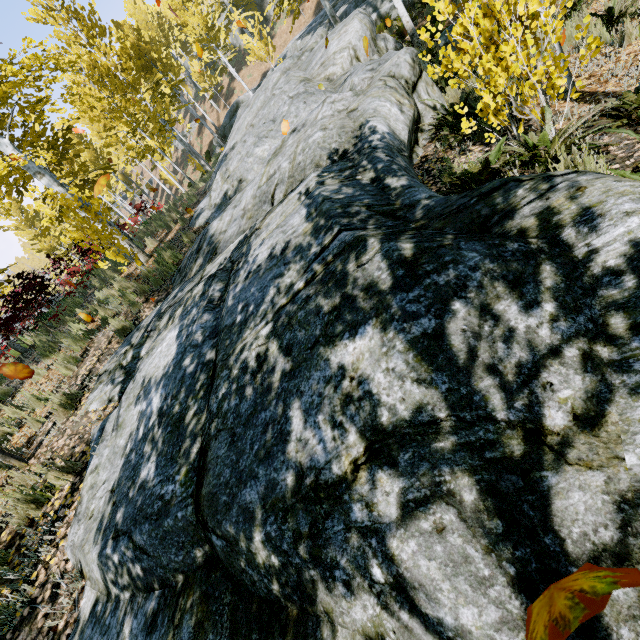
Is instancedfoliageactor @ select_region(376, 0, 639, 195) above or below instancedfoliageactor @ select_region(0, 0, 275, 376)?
below

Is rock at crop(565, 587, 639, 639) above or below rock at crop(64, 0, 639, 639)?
below

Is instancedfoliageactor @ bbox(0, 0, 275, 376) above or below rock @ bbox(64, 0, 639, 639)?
above

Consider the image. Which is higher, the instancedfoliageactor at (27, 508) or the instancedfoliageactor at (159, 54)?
the instancedfoliageactor at (159, 54)

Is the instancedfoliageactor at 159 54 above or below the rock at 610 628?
above

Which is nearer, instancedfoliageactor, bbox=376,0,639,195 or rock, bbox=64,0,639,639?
rock, bbox=64,0,639,639

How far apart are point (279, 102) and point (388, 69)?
5.4 meters
